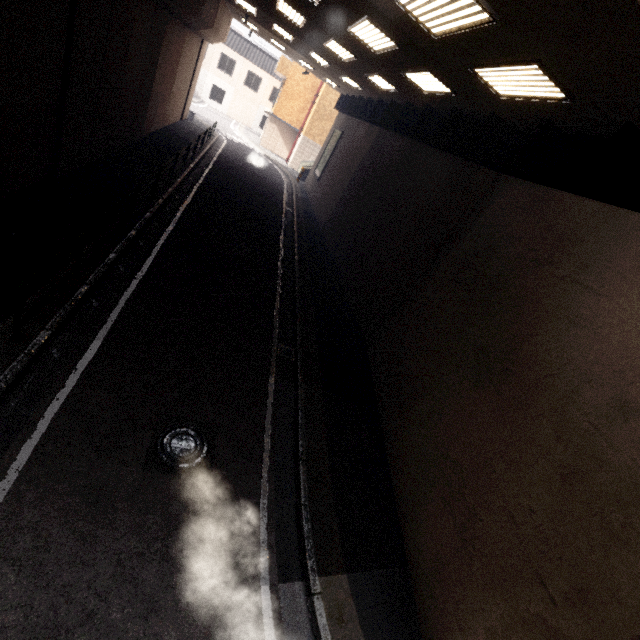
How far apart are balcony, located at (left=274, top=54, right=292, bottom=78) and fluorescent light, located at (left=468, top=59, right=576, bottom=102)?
28.0 meters

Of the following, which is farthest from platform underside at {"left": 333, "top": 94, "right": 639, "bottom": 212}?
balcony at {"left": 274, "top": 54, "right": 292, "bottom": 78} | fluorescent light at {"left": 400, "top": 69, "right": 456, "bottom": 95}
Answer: balcony at {"left": 274, "top": 54, "right": 292, "bottom": 78}

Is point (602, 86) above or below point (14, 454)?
above

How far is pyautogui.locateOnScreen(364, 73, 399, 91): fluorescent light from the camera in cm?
1152

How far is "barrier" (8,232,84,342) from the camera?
4.56m

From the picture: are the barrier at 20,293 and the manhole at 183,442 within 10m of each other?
yes

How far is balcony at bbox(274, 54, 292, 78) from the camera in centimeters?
2759cm

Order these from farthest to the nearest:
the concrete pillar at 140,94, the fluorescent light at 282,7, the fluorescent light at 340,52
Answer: the fluorescent light at 340,52 < the fluorescent light at 282,7 < the concrete pillar at 140,94
